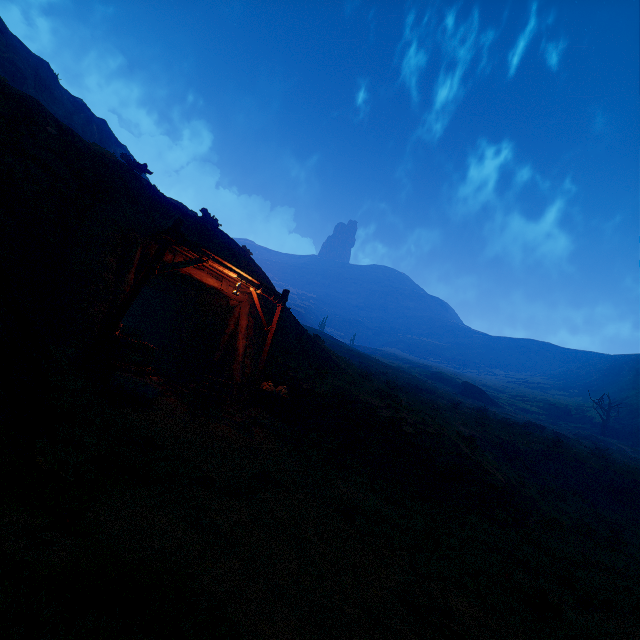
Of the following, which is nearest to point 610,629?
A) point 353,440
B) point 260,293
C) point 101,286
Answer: point 353,440

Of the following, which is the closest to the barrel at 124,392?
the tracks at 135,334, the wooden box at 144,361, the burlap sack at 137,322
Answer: the wooden box at 144,361

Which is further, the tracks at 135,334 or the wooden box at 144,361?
the tracks at 135,334

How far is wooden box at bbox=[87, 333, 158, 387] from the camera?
7.9 meters

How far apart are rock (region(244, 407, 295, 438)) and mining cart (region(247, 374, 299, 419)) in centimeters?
2cm

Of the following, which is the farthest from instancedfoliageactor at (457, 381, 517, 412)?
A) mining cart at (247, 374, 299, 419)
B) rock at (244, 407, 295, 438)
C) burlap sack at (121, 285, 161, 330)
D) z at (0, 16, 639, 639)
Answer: burlap sack at (121, 285, 161, 330)

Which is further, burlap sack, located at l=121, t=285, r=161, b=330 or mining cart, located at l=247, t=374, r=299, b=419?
burlap sack, located at l=121, t=285, r=161, b=330

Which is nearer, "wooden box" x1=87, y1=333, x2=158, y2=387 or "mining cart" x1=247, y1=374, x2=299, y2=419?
"wooden box" x1=87, y1=333, x2=158, y2=387
